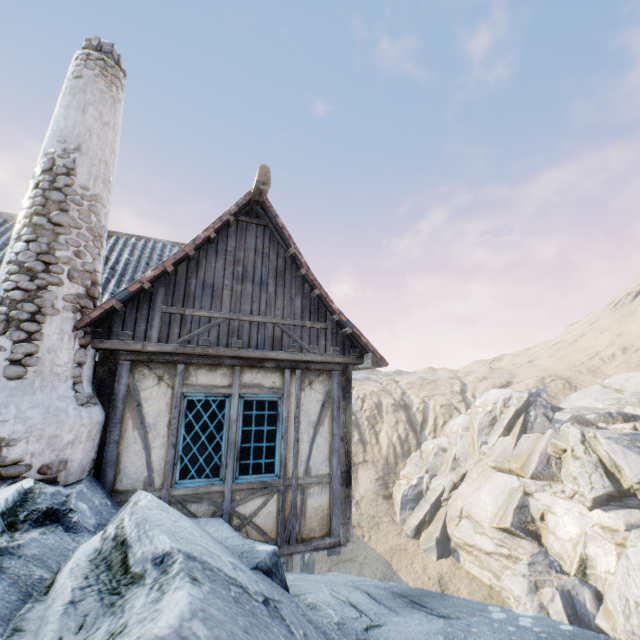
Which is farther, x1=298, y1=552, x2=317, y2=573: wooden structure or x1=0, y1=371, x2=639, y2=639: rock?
x1=298, y1=552, x2=317, y2=573: wooden structure

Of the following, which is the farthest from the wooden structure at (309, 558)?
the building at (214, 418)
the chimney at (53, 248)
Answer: the chimney at (53, 248)

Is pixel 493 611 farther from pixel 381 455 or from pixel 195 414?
pixel 381 455

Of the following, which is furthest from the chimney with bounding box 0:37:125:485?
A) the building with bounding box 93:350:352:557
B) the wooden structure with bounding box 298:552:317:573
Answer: the wooden structure with bounding box 298:552:317:573

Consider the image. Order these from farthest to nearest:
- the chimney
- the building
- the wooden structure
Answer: the wooden structure
the building
the chimney

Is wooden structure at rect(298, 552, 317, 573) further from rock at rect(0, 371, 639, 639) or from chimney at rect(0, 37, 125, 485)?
chimney at rect(0, 37, 125, 485)

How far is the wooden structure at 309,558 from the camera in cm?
629

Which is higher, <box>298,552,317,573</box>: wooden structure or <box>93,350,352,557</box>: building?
<box>93,350,352,557</box>: building
